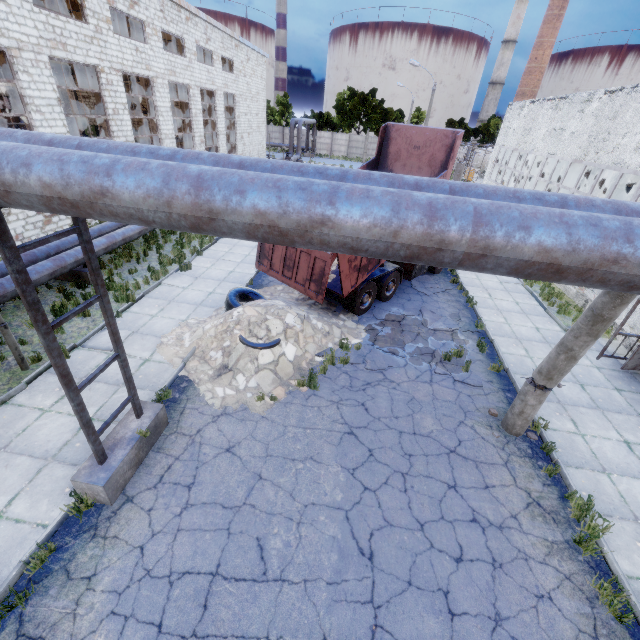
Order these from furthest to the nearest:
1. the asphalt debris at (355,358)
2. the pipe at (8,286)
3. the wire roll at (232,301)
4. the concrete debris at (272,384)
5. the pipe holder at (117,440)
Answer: the wire roll at (232,301) → the asphalt debris at (355,358) → the pipe at (8,286) → the concrete debris at (272,384) → the pipe holder at (117,440)

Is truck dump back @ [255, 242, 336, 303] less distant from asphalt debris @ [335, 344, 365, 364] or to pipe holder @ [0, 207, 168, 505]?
asphalt debris @ [335, 344, 365, 364]

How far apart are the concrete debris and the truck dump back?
0.62m

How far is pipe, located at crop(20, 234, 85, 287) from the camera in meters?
9.6

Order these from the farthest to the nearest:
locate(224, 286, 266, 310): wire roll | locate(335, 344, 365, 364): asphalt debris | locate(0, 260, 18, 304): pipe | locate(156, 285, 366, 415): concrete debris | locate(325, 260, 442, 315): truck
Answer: locate(325, 260, 442, 315): truck, locate(224, 286, 266, 310): wire roll, locate(335, 344, 365, 364): asphalt debris, locate(0, 260, 18, 304): pipe, locate(156, 285, 366, 415): concrete debris

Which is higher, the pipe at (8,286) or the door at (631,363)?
the pipe at (8,286)

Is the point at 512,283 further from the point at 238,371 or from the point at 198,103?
the point at 198,103

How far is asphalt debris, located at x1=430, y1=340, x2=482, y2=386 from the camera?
8.8 meters
